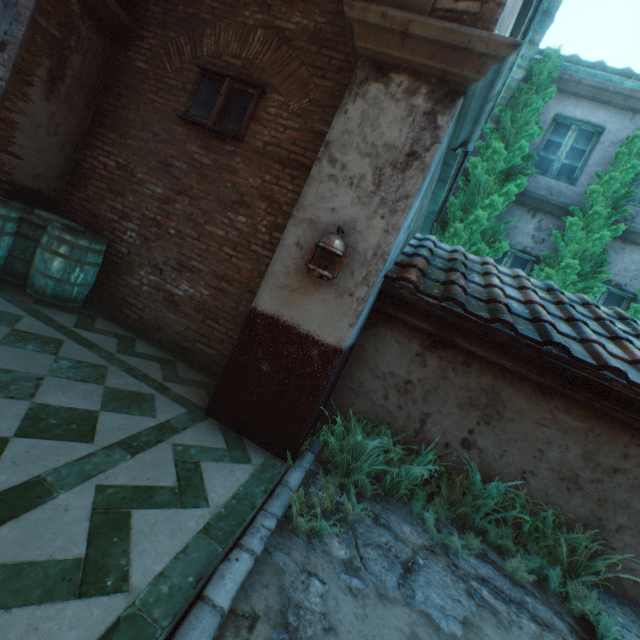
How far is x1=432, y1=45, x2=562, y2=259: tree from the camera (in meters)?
6.15

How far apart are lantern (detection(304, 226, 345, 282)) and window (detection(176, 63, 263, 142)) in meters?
2.3 m

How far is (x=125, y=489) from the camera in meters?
2.0

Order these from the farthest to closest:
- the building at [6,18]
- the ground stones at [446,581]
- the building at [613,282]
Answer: the building at [613,282], the building at [6,18], the ground stones at [446,581]

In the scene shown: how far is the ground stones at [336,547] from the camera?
2.28m

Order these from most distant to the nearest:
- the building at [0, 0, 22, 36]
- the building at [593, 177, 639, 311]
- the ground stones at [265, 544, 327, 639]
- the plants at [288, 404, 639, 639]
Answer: the building at [593, 177, 639, 311] < the building at [0, 0, 22, 36] < the plants at [288, 404, 639, 639] < the ground stones at [265, 544, 327, 639]

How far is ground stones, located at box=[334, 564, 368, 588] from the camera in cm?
209
